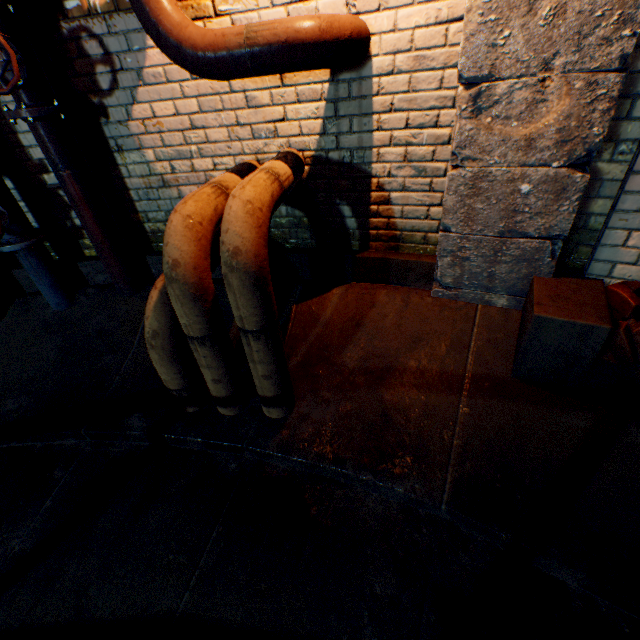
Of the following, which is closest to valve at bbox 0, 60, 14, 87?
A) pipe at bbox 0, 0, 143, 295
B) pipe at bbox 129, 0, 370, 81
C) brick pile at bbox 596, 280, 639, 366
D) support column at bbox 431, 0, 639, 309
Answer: pipe at bbox 0, 0, 143, 295

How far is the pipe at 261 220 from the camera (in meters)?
1.45

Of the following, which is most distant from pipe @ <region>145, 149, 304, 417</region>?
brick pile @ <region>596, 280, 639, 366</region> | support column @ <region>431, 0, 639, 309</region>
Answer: brick pile @ <region>596, 280, 639, 366</region>

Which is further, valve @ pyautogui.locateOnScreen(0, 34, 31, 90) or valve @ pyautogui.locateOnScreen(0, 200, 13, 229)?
valve @ pyautogui.locateOnScreen(0, 200, 13, 229)

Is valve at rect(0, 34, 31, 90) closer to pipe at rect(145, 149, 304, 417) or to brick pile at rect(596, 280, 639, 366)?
pipe at rect(145, 149, 304, 417)

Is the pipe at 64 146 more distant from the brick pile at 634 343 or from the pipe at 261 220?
the brick pile at 634 343

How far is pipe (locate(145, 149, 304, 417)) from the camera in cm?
145

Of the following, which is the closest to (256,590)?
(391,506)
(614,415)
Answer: (391,506)
